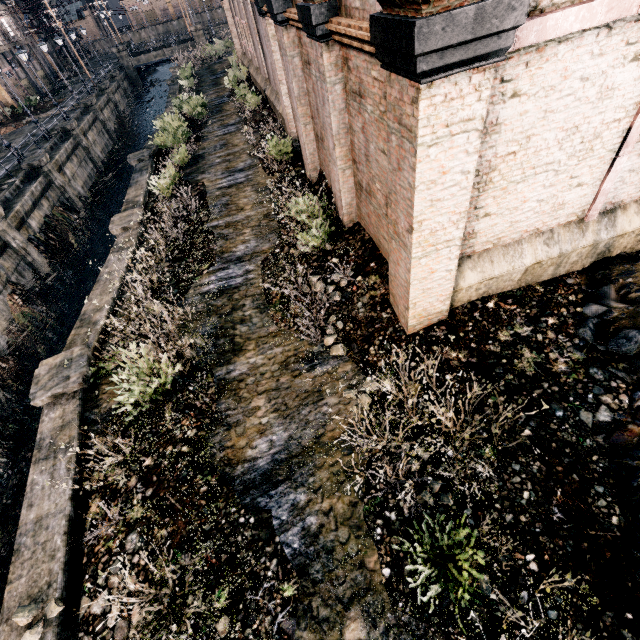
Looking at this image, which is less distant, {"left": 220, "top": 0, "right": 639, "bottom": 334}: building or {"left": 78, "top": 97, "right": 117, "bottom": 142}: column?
{"left": 220, "top": 0, "right": 639, "bottom": 334}: building

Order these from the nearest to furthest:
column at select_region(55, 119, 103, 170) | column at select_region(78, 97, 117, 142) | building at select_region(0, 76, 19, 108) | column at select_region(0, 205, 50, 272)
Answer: column at select_region(0, 205, 50, 272) → column at select_region(55, 119, 103, 170) → column at select_region(78, 97, 117, 142) → building at select_region(0, 76, 19, 108)

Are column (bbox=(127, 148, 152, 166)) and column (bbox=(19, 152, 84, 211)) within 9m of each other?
yes

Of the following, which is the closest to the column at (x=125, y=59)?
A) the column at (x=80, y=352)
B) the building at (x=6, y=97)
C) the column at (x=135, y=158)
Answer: the building at (x=6, y=97)

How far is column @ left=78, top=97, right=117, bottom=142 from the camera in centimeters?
3509cm

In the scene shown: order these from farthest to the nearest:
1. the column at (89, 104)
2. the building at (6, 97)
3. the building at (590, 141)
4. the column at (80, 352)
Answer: the building at (6, 97), the column at (89, 104), the column at (80, 352), the building at (590, 141)

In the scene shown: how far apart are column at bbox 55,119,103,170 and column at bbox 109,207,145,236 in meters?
22.0

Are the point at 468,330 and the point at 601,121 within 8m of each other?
yes
